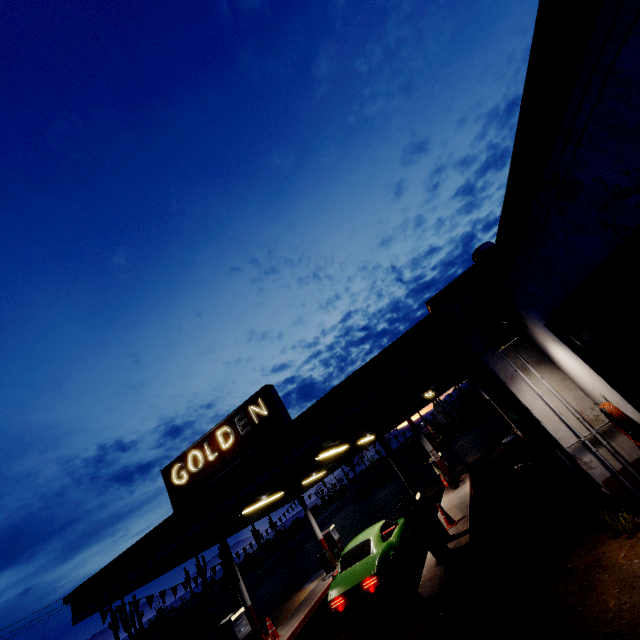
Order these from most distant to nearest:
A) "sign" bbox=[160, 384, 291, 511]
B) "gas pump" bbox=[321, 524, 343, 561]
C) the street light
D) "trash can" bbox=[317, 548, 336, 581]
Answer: "gas pump" bbox=[321, 524, 343, 561]
"trash can" bbox=[317, 548, 336, 581]
"sign" bbox=[160, 384, 291, 511]
the street light

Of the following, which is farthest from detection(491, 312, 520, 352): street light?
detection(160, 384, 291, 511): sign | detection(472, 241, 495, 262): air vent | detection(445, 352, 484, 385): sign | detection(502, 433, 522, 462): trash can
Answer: detection(502, 433, 522, 462): trash can

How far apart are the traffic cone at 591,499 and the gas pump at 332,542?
13.8m

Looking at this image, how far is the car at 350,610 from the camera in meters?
8.3

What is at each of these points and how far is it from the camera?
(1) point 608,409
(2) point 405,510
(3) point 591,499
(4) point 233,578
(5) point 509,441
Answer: (1) hose, 4.89m
(2) gas pump, 8.73m
(3) traffic cone, 6.25m
(4) sign, 11.43m
(5) trash can, 12.89m

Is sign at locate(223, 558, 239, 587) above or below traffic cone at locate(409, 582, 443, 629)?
above

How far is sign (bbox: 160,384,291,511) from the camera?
10.5 meters

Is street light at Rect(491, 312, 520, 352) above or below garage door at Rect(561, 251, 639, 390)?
above
